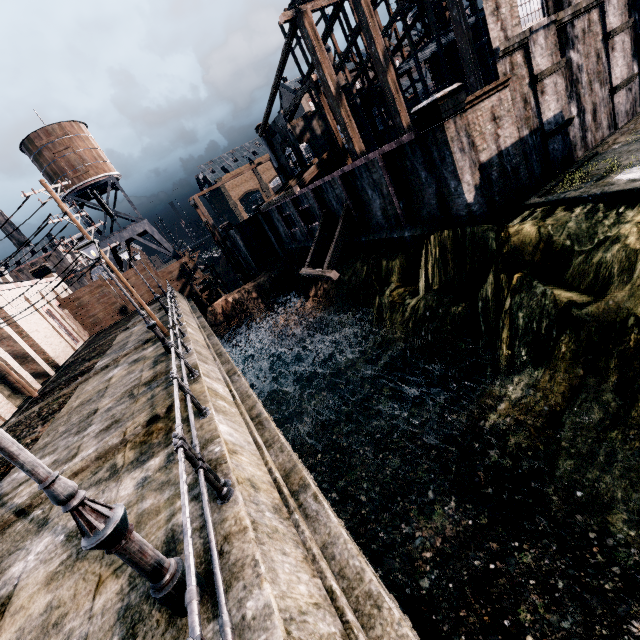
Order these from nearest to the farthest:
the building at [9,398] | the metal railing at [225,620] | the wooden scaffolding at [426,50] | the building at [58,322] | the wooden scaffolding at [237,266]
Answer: the metal railing at [225,620] → the building at [9,398] → the building at [58,322] → the wooden scaffolding at [426,50] → the wooden scaffolding at [237,266]

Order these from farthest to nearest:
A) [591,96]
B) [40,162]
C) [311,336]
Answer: [40,162], [311,336], [591,96]

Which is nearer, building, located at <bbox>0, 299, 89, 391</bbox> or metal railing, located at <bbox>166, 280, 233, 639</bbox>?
metal railing, located at <bbox>166, 280, 233, 639</bbox>

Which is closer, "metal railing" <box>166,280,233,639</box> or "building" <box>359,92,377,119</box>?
"metal railing" <box>166,280,233,639</box>

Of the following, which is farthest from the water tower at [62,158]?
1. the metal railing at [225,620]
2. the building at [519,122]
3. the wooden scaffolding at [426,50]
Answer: the metal railing at [225,620]

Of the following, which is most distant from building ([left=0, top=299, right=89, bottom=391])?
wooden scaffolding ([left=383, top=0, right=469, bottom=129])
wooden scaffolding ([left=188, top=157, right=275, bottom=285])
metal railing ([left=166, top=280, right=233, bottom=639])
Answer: wooden scaffolding ([left=383, top=0, right=469, bottom=129])

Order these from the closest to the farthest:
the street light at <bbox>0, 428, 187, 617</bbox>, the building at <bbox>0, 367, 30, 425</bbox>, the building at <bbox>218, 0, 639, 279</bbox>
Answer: the street light at <bbox>0, 428, 187, 617</bbox>
the building at <bbox>218, 0, 639, 279</bbox>
the building at <bbox>0, 367, 30, 425</bbox>

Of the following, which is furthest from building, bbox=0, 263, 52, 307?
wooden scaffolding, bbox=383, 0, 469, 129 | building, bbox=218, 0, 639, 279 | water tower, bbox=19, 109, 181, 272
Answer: wooden scaffolding, bbox=383, 0, 469, 129
